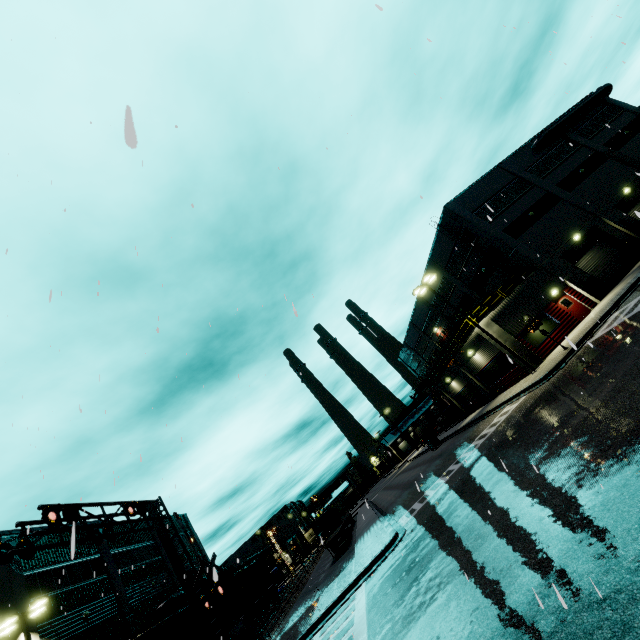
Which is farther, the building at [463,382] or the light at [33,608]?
the building at [463,382]

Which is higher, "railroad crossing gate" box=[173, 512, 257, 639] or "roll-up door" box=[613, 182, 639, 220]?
"roll-up door" box=[613, 182, 639, 220]

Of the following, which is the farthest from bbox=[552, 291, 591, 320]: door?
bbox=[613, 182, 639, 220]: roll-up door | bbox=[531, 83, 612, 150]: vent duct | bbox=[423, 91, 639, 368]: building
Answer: bbox=[531, 83, 612, 150]: vent duct

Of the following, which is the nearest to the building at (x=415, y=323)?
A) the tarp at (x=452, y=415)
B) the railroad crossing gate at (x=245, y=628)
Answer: the tarp at (x=452, y=415)

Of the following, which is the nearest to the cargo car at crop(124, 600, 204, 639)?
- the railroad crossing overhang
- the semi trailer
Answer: the semi trailer

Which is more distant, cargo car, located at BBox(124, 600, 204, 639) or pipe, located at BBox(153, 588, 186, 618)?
pipe, located at BBox(153, 588, 186, 618)

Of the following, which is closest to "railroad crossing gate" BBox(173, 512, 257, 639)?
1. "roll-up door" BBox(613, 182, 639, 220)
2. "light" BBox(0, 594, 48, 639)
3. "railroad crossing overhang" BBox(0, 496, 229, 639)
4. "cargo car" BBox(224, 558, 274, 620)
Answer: "railroad crossing overhang" BBox(0, 496, 229, 639)

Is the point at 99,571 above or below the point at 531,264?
above
